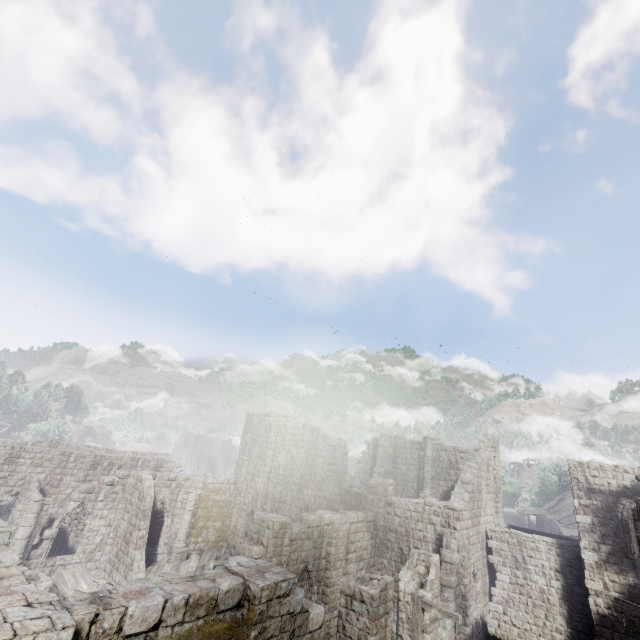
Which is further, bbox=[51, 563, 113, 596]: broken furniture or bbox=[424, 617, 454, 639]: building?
bbox=[51, 563, 113, 596]: broken furniture

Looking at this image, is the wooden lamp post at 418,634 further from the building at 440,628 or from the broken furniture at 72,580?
the broken furniture at 72,580

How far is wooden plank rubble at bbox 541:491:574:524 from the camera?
39.1m

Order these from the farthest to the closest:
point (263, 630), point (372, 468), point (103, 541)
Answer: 1. point (372, 468)
2. point (103, 541)
3. point (263, 630)

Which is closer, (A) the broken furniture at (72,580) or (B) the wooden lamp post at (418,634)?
(B) the wooden lamp post at (418,634)

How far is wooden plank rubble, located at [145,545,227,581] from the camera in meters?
18.7

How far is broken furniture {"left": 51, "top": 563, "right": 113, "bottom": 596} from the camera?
17.02m

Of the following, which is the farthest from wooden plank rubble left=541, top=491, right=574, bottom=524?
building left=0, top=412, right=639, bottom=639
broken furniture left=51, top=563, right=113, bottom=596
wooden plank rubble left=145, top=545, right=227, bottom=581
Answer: broken furniture left=51, top=563, right=113, bottom=596
